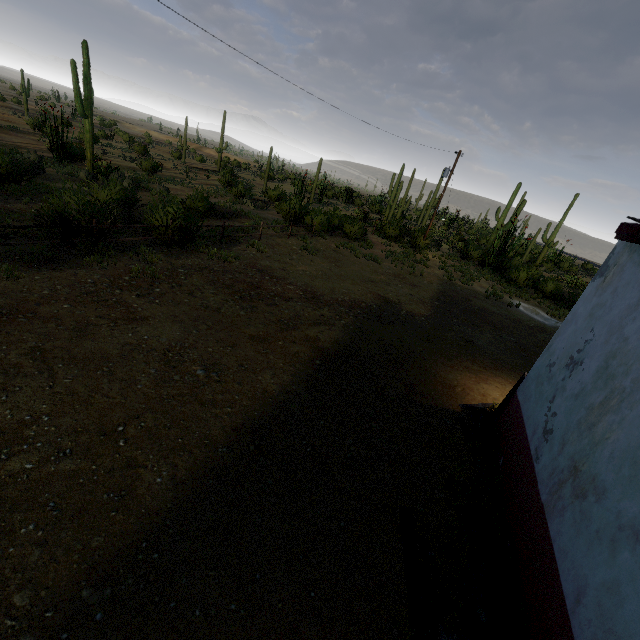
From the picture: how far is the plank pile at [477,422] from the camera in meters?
6.0 m

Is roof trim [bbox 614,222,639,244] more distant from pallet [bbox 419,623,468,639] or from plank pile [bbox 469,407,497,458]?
plank pile [bbox 469,407,497,458]

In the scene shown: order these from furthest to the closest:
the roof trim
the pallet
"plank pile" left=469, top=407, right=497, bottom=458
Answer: "plank pile" left=469, top=407, right=497, bottom=458 → the roof trim → the pallet

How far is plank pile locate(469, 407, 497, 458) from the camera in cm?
601

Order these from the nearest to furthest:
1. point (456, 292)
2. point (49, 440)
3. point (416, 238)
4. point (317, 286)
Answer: point (49, 440) → point (317, 286) → point (456, 292) → point (416, 238)

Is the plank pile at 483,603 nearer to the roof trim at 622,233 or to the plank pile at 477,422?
the plank pile at 477,422

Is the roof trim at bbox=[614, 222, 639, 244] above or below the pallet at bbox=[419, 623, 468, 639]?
above

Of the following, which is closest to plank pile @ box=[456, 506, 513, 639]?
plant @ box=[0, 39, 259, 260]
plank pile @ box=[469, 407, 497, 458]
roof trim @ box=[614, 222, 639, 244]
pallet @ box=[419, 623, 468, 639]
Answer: pallet @ box=[419, 623, 468, 639]
